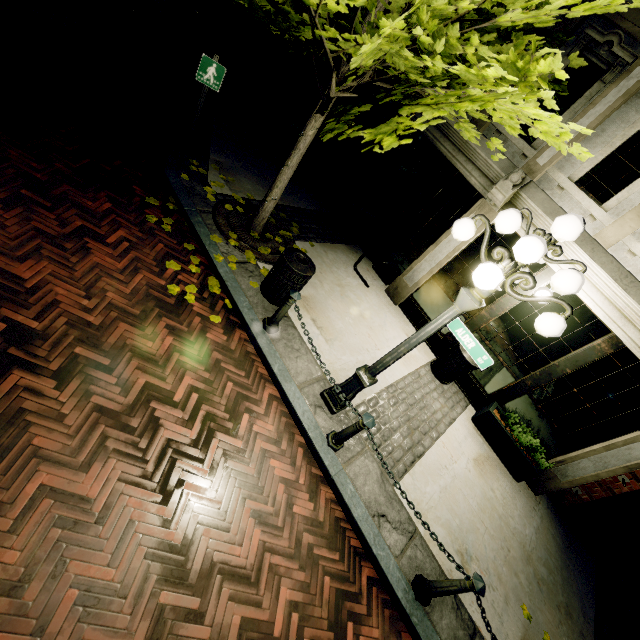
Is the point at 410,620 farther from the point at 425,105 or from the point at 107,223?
the point at 107,223

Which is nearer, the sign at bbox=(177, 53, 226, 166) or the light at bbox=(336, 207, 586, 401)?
the light at bbox=(336, 207, 586, 401)

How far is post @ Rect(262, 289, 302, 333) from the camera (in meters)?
4.62

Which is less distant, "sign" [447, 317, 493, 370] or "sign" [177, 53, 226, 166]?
"sign" [447, 317, 493, 370]

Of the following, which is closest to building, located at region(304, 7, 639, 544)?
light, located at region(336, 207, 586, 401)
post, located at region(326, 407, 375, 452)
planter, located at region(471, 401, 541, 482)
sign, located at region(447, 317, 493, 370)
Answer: planter, located at region(471, 401, 541, 482)

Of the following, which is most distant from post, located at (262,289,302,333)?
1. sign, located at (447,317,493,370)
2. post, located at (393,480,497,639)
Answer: post, located at (393,480,497,639)

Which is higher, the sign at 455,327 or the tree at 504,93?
the tree at 504,93

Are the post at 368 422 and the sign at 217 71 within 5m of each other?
no
